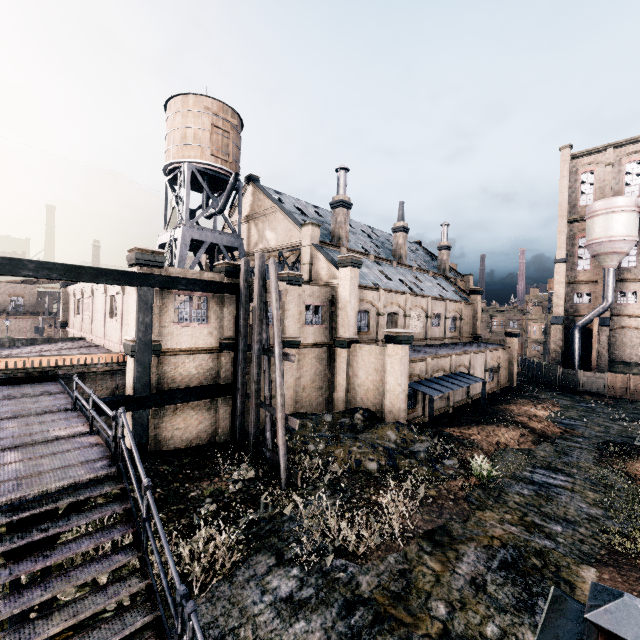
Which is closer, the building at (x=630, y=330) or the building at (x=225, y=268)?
the building at (x=225, y=268)

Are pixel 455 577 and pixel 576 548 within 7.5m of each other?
yes

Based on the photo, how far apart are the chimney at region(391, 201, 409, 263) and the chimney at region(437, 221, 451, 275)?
10.8 meters

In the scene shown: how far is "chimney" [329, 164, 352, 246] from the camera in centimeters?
3133cm

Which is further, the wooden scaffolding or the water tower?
the water tower

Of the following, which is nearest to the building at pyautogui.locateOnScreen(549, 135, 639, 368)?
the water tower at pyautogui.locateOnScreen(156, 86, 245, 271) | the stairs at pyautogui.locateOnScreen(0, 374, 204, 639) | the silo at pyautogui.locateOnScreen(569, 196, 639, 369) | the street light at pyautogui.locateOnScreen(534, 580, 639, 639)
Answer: the silo at pyautogui.locateOnScreen(569, 196, 639, 369)

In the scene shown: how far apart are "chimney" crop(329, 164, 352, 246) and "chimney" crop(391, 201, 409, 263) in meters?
9.4

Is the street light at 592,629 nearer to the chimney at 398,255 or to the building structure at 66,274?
A: the building structure at 66,274
